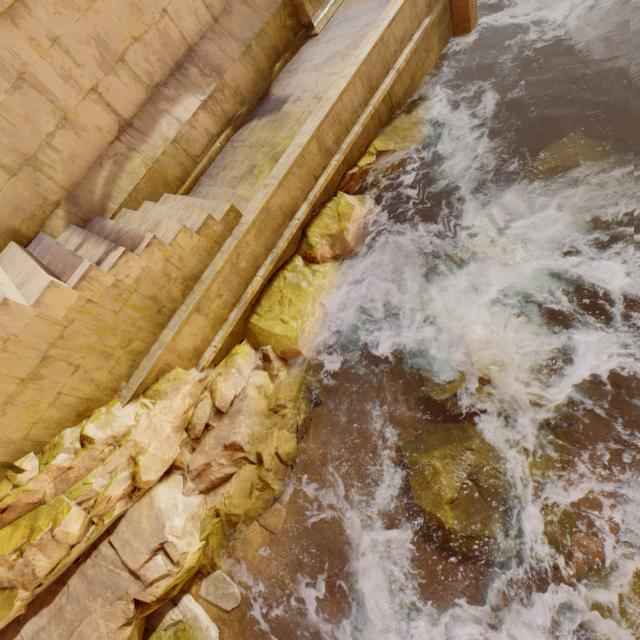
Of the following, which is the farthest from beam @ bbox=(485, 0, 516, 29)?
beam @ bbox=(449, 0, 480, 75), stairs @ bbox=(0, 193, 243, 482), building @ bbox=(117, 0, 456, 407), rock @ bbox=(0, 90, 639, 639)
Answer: stairs @ bbox=(0, 193, 243, 482)

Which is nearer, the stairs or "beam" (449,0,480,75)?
the stairs

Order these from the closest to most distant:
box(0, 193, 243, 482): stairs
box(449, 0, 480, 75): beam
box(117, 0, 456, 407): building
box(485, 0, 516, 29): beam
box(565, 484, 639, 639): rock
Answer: box(565, 484, 639, 639): rock < box(0, 193, 243, 482): stairs < box(117, 0, 456, 407): building < box(449, 0, 480, 75): beam < box(485, 0, 516, 29): beam

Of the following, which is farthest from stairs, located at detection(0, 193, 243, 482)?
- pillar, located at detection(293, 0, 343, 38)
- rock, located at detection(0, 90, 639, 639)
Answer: pillar, located at detection(293, 0, 343, 38)

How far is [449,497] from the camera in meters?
3.5

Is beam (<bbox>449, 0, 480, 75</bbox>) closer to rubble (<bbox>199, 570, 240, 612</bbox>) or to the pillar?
the pillar

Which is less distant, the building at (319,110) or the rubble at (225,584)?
the rubble at (225,584)

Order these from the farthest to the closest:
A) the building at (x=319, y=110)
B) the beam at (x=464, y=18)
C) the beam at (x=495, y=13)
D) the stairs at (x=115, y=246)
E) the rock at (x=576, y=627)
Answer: the beam at (x=495, y=13) → the beam at (x=464, y=18) → the building at (x=319, y=110) → the stairs at (x=115, y=246) → the rock at (x=576, y=627)
